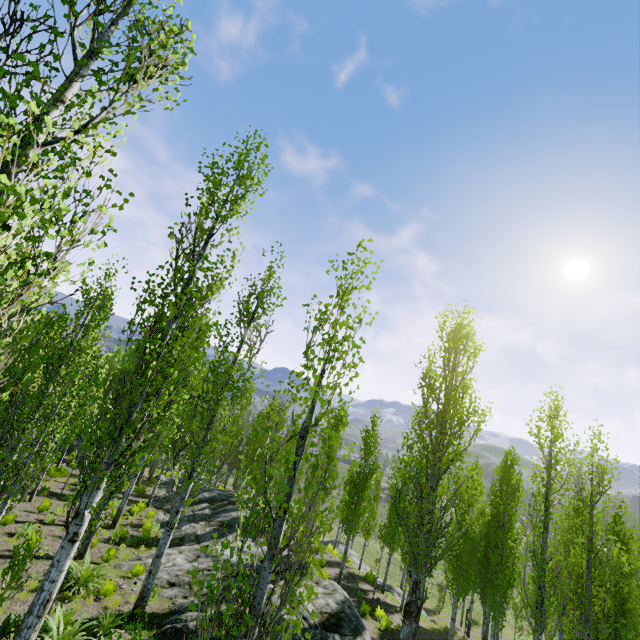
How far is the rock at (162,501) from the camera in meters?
18.2

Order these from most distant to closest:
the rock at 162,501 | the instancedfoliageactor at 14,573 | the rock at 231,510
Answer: the rock at 162,501
the rock at 231,510
the instancedfoliageactor at 14,573

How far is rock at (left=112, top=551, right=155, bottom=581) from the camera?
12.1 meters

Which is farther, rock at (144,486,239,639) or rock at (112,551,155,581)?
rock at (112,551,155,581)

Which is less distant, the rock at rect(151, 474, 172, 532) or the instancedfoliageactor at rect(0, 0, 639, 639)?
the instancedfoliageactor at rect(0, 0, 639, 639)

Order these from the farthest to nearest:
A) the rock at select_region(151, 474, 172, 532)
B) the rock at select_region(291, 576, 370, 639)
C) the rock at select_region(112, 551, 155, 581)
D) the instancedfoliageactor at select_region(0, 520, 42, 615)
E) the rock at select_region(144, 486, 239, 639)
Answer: the rock at select_region(151, 474, 172, 532)
the rock at select_region(112, 551, 155, 581)
the rock at select_region(291, 576, 370, 639)
the rock at select_region(144, 486, 239, 639)
the instancedfoliageactor at select_region(0, 520, 42, 615)

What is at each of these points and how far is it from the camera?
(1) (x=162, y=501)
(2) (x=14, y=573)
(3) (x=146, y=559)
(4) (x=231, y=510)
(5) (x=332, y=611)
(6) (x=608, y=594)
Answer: (1) rock, 21.59m
(2) instancedfoliageactor, 7.86m
(3) rock, 13.26m
(4) rock, 21.22m
(5) rock, 11.73m
(6) instancedfoliageactor, 11.43m
